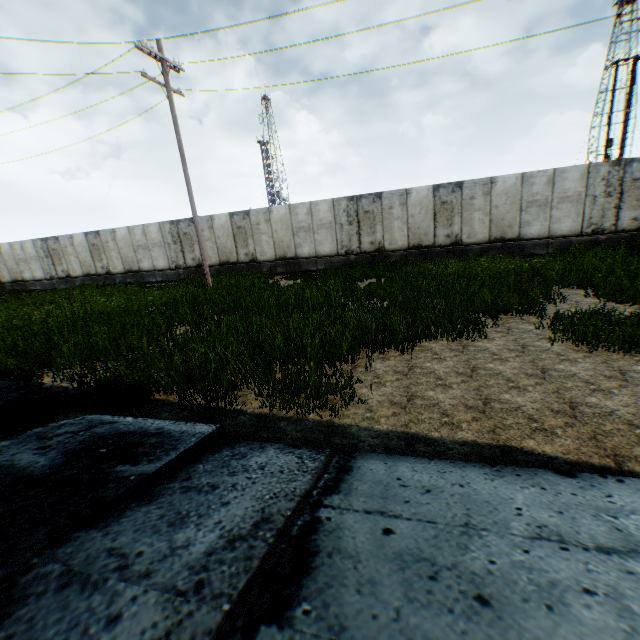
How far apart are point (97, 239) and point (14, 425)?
20.9 meters
